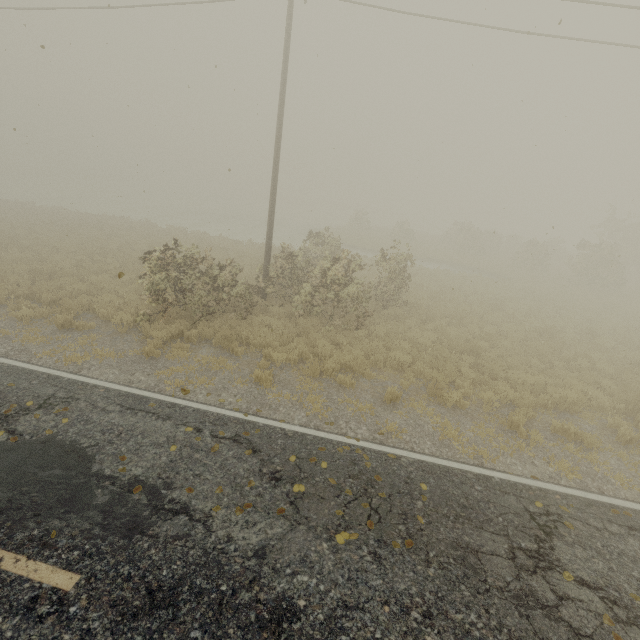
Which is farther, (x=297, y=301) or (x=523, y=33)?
(x=297, y=301)

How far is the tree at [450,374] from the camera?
8.88m

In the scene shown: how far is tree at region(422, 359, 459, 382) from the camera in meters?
8.9 m
